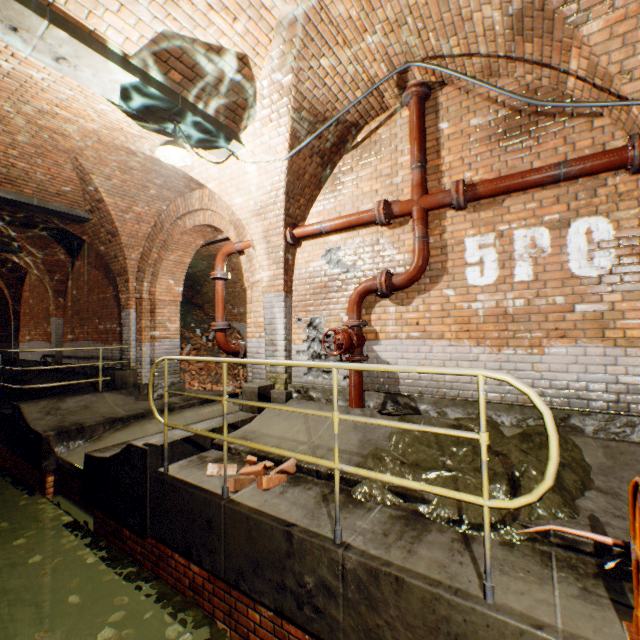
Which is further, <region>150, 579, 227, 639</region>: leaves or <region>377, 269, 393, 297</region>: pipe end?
<region>377, 269, 393, 297</region>: pipe end

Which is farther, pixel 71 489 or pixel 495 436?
pixel 71 489

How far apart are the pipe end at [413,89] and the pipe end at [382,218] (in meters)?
1.31

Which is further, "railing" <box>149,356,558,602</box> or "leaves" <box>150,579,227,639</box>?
"leaves" <box>150,579,227,639</box>

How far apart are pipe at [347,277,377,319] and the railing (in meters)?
2.10

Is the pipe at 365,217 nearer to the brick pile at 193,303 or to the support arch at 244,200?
the support arch at 244,200

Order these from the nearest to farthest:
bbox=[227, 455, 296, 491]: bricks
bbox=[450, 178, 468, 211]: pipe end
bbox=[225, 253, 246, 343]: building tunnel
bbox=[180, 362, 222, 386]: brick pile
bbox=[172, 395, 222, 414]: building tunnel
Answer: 1. bbox=[227, 455, 296, 491]: bricks
2. bbox=[450, 178, 468, 211]: pipe end
3. bbox=[172, 395, 222, 414]: building tunnel
4. bbox=[180, 362, 222, 386]: brick pile
5. bbox=[225, 253, 246, 343]: building tunnel

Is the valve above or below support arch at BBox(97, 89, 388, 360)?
below
